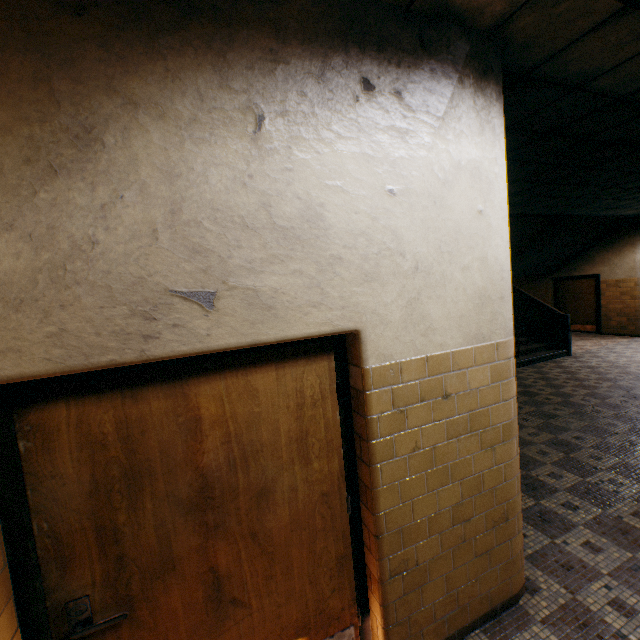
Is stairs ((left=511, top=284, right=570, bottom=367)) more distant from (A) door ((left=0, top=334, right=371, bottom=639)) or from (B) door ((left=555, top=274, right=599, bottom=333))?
(A) door ((left=0, top=334, right=371, bottom=639))

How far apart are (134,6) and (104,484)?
2.10m

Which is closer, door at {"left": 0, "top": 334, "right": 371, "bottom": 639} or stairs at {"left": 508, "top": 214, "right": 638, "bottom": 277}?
door at {"left": 0, "top": 334, "right": 371, "bottom": 639}

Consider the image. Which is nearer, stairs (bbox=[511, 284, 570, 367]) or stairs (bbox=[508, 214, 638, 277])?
stairs (bbox=[511, 284, 570, 367])

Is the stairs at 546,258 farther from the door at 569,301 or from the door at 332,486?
the door at 332,486

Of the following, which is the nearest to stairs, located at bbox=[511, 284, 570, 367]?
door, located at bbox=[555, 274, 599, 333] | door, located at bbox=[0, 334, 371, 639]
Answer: door, located at bbox=[555, 274, 599, 333]
